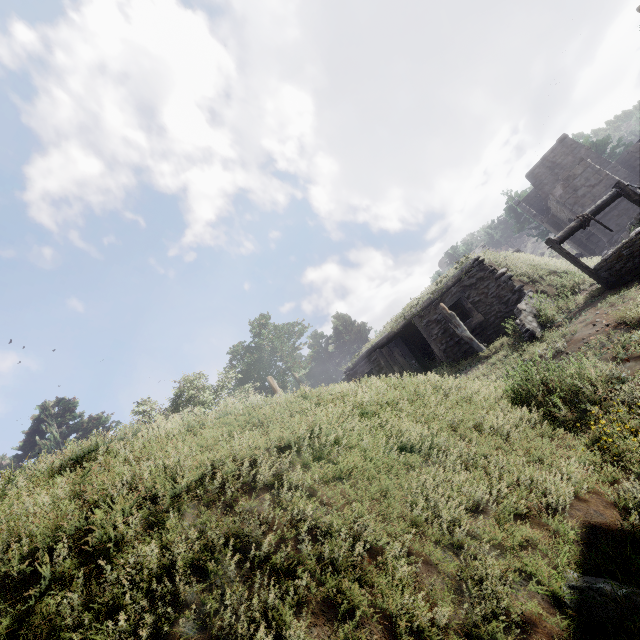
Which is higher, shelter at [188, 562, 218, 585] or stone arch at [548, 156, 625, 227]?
stone arch at [548, 156, 625, 227]

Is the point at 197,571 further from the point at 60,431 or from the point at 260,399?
the point at 60,431

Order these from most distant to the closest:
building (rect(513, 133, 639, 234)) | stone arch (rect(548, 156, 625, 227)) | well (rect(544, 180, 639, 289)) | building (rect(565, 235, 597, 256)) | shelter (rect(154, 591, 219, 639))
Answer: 1. building (rect(565, 235, 597, 256))
2. building (rect(513, 133, 639, 234))
3. stone arch (rect(548, 156, 625, 227))
4. well (rect(544, 180, 639, 289))
5. shelter (rect(154, 591, 219, 639))

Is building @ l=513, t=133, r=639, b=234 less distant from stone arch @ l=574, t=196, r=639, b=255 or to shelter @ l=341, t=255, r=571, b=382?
stone arch @ l=574, t=196, r=639, b=255

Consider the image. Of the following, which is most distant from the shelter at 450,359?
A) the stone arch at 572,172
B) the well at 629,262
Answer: the stone arch at 572,172

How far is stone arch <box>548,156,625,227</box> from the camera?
21.03m

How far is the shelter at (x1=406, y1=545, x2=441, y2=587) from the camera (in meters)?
2.13

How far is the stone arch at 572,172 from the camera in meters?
21.0
